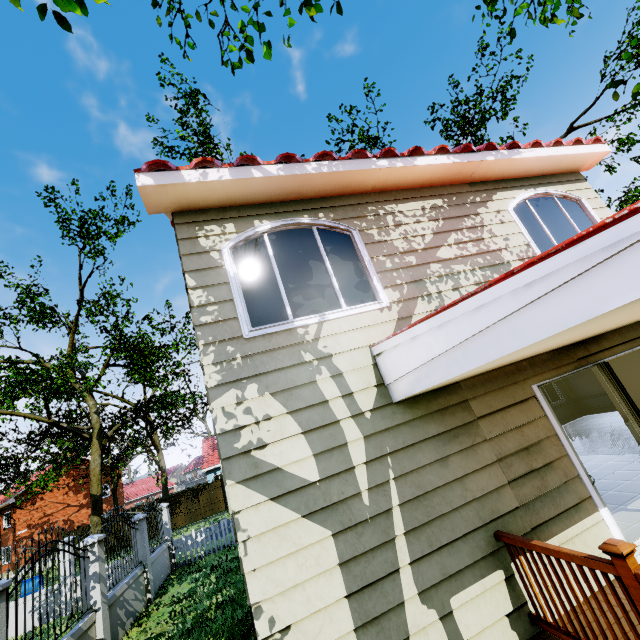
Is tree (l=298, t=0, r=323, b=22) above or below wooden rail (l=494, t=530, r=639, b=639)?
above

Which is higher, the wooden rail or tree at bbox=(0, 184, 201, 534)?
tree at bbox=(0, 184, 201, 534)

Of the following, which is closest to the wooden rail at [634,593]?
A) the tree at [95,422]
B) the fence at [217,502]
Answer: the fence at [217,502]

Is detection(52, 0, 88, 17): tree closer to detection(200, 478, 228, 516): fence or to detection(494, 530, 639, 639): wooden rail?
detection(200, 478, 228, 516): fence

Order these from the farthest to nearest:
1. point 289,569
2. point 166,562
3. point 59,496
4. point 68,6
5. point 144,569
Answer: point 59,496
point 166,562
point 144,569
point 289,569
point 68,6

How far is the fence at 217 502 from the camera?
26.7m

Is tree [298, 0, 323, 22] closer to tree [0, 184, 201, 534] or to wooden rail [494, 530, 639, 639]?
wooden rail [494, 530, 639, 639]

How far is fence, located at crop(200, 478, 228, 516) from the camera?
26.70m
